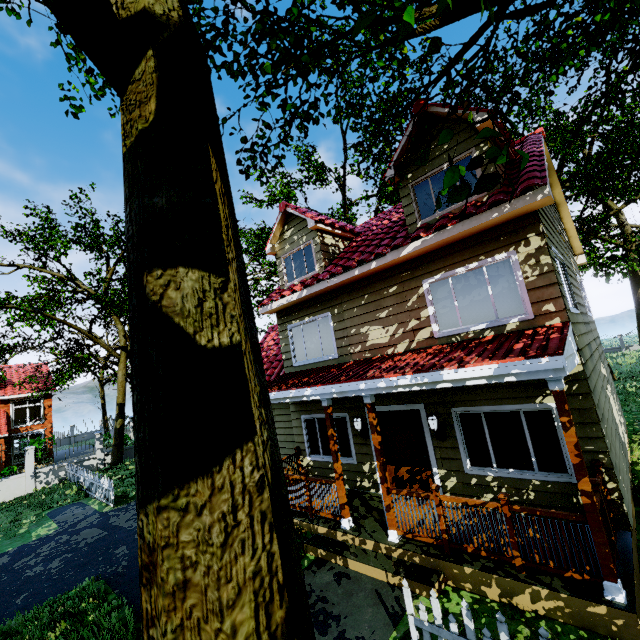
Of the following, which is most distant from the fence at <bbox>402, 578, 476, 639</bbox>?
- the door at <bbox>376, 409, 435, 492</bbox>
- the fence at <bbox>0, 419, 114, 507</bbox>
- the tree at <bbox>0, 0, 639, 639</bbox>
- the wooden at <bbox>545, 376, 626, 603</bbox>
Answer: the fence at <bbox>0, 419, 114, 507</bbox>

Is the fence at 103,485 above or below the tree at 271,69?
below

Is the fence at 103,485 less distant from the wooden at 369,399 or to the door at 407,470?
the door at 407,470

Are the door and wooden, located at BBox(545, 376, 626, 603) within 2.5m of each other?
no

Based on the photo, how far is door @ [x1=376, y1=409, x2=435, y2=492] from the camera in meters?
7.7

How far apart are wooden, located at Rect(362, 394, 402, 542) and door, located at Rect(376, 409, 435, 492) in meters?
1.7 m

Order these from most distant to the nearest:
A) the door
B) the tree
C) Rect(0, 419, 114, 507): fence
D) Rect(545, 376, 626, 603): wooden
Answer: Rect(0, 419, 114, 507): fence → the door → Rect(545, 376, 626, 603): wooden → the tree

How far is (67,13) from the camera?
2.13m
